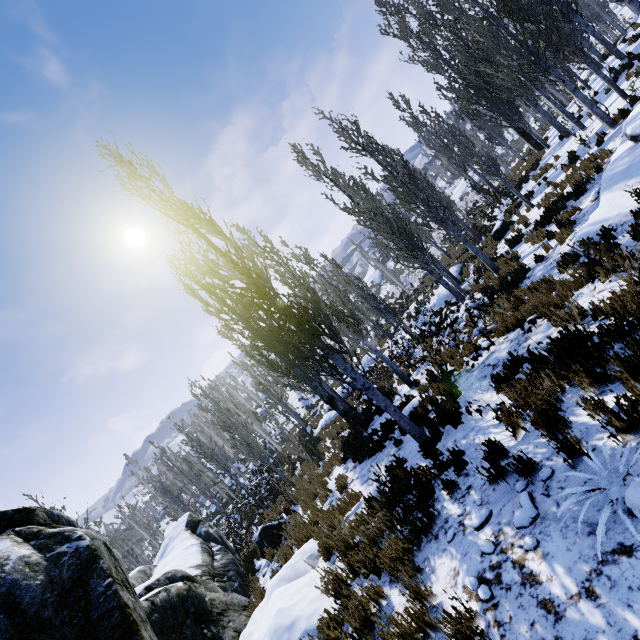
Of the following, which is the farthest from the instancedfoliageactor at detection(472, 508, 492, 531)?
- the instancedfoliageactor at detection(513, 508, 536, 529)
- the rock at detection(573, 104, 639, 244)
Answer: the rock at detection(573, 104, 639, 244)

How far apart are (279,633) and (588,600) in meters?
4.4

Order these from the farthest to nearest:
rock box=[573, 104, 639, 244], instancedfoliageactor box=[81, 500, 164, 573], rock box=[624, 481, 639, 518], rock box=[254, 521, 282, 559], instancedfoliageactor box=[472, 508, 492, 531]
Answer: instancedfoliageactor box=[81, 500, 164, 573] → rock box=[254, 521, 282, 559] → rock box=[573, 104, 639, 244] → instancedfoliageactor box=[472, 508, 492, 531] → rock box=[624, 481, 639, 518]

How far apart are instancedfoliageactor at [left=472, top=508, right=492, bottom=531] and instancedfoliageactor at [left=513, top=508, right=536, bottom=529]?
0.38m

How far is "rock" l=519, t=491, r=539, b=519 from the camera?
3.0m

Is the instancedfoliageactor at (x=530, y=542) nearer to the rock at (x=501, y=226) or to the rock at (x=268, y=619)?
the rock at (x=268, y=619)

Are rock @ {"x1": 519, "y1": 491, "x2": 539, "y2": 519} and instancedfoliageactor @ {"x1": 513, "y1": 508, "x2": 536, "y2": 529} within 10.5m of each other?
yes

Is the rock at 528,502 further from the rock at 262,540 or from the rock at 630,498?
the rock at 262,540
